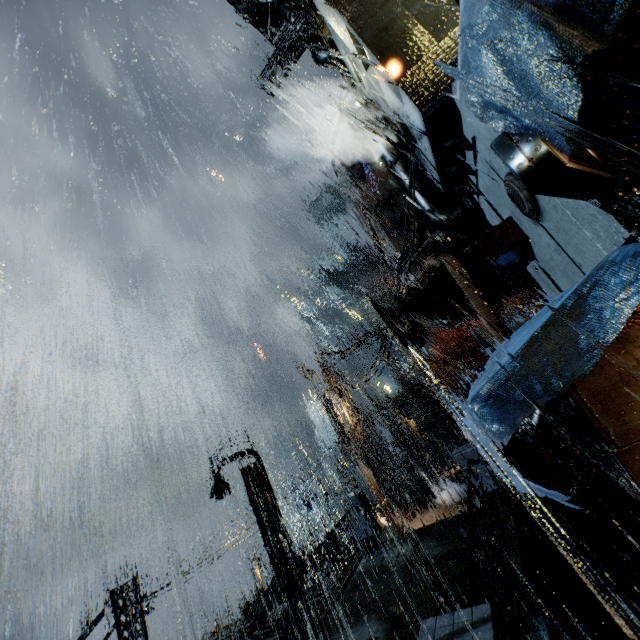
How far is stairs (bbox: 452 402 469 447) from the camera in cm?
4147

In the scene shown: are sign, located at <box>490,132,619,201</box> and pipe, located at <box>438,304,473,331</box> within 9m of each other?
no

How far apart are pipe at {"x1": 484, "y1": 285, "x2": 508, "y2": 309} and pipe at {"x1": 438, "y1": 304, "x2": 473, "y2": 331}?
0.6 meters

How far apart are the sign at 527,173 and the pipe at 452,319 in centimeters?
1076cm

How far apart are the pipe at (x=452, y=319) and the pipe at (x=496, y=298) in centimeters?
59cm

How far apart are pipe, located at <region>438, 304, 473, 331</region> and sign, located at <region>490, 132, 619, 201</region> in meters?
10.8

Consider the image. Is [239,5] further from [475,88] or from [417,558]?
[417,558]

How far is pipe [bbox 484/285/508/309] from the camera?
13.41m
